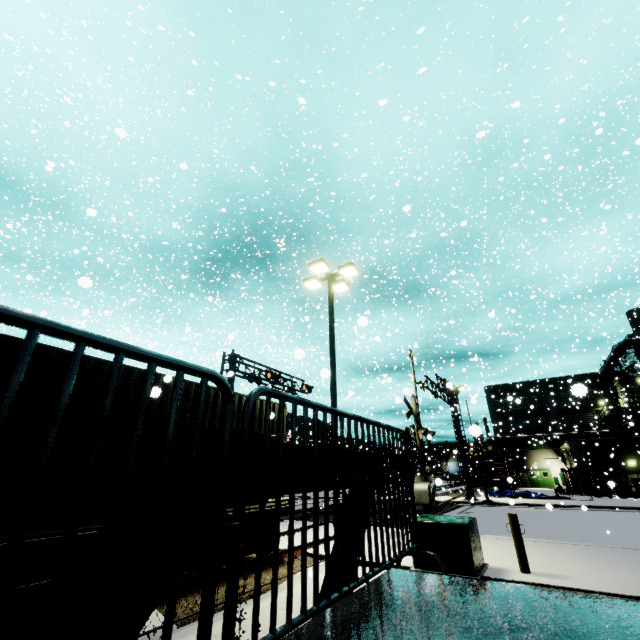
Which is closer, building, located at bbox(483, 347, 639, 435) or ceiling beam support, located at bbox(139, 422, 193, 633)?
ceiling beam support, located at bbox(139, 422, 193, 633)

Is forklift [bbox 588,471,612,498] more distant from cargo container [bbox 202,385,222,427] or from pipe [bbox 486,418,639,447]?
cargo container [bbox 202,385,222,427]

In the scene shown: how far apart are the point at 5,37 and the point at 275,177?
22.2m

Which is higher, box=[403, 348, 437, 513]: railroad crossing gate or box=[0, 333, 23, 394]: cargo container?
box=[0, 333, 23, 394]: cargo container

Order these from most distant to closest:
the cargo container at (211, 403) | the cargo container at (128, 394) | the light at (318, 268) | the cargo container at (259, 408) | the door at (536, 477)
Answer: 1. the door at (536, 477)
2. the light at (318, 268)
3. the cargo container at (259, 408)
4. the cargo container at (211, 403)
5. the cargo container at (128, 394)

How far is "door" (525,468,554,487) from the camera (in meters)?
44.81

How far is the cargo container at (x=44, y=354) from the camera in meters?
5.1 m

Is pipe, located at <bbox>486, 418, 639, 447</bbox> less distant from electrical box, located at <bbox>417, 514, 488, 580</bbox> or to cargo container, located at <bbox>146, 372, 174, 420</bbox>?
cargo container, located at <bbox>146, 372, 174, 420</bbox>
